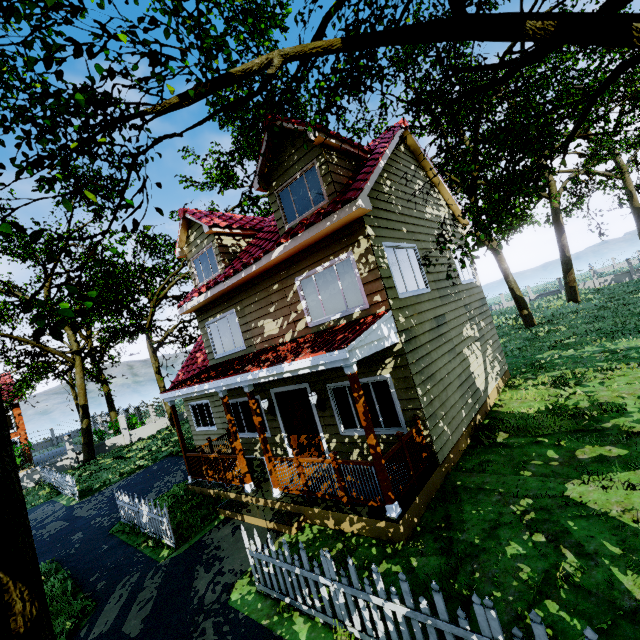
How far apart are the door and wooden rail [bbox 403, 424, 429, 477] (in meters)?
1.98

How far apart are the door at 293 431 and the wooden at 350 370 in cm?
346

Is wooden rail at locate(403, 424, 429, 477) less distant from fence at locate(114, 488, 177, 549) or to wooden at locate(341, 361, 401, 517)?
wooden at locate(341, 361, 401, 517)

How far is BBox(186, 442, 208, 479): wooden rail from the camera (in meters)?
10.09

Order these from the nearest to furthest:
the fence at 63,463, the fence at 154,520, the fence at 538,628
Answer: the fence at 538,628 < the fence at 154,520 < the fence at 63,463

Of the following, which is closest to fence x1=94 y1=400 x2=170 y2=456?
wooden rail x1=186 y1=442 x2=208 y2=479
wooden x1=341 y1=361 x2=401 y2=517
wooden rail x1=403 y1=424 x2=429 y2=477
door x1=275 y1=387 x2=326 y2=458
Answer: wooden rail x1=186 y1=442 x2=208 y2=479

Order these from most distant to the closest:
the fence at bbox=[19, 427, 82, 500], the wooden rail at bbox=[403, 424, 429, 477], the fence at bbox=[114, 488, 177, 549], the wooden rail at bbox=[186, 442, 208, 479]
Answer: the fence at bbox=[19, 427, 82, 500] < the wooden rail at bbox=[186, 442, 208, 479] < the fence at bbox=[114, 488, 177, 549] < the wooden rail at bbox=[403, 424, 429, 477]

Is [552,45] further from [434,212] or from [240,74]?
[434,212]
